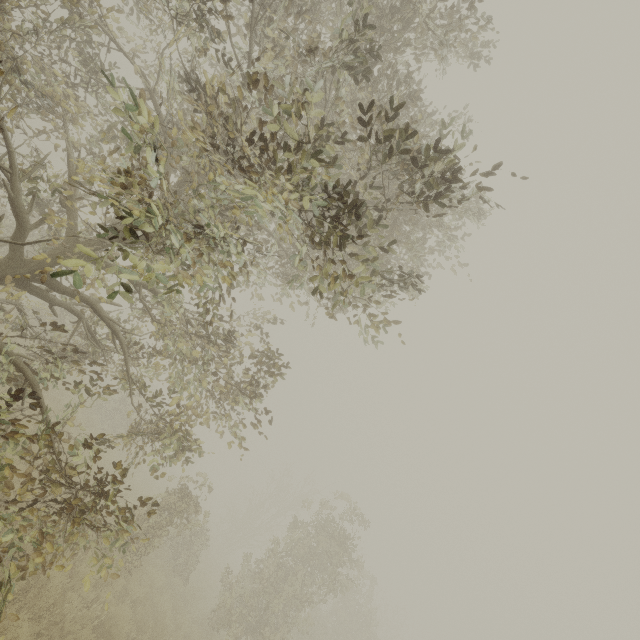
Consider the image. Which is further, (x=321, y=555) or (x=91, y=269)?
(x=321, y=555)
